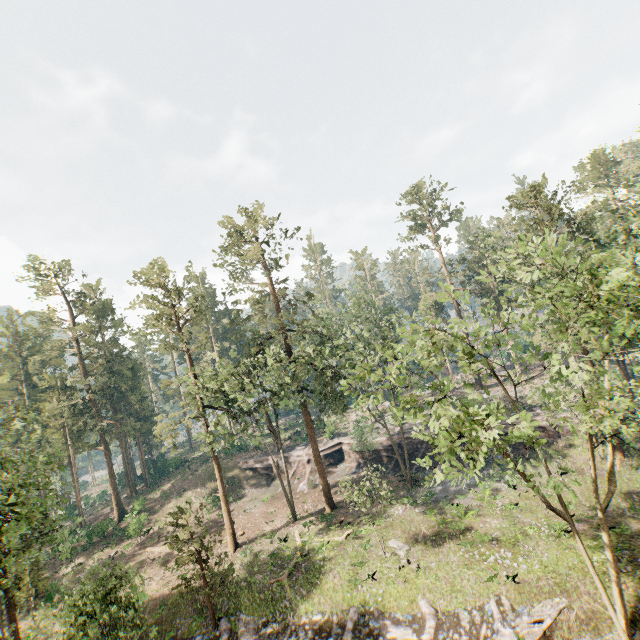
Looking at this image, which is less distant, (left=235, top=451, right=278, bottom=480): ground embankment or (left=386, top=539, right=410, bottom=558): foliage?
(left=386, top=539, right=410, bottom=558): foliage

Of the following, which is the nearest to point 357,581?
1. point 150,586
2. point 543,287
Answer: point 150,586

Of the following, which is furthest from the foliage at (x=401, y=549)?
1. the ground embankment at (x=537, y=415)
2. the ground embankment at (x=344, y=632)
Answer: the ground embankment at (x=537, y=415)

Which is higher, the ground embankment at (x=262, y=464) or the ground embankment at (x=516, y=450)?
the ground embankment at (x=262, y=464)

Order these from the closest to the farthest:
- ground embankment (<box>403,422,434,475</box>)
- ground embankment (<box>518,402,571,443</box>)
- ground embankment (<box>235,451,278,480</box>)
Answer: ground embankment (<box>518,402,571,443</box>) < ground embankment (<box>403,422,434,475</box>) < ground embankment (<box>235,451,278,480</box>)

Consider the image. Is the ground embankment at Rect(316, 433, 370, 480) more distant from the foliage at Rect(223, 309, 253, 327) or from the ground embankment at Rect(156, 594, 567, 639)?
the ground embankment at Rect(156, 594, 567, 639)

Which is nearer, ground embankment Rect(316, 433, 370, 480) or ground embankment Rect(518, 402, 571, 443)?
ground embankment Rect(518, 402, 571, 443)

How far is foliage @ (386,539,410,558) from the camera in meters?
23.3 m
